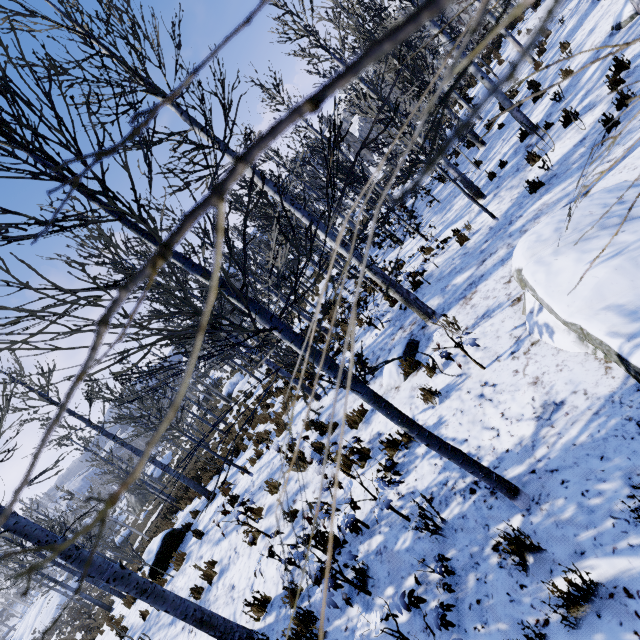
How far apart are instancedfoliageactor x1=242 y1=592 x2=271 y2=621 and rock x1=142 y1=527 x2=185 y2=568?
7.3m

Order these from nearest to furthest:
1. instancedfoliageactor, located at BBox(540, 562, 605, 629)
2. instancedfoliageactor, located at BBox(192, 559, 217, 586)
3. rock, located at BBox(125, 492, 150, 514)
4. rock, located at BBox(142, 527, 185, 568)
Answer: instancedfoliageactor, located at BBox(540, 562, 605, 629) < instancedfoliageactor, located at BBox(192, 559, 217, 586) < rock, located at BBox(142, 527, 185, 568) < rock, located at BBox(125, 492, 150, 514)

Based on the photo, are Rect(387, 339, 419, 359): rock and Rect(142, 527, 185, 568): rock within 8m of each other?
no

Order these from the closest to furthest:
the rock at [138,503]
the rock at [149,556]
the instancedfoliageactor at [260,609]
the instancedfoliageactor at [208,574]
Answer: the instancedfoliageactor at [260,609]
the instancedfoliageactor at [208,574]
the rock at [149,556]
the rock at [138,503]

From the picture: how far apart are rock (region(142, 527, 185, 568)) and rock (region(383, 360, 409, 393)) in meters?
9.7

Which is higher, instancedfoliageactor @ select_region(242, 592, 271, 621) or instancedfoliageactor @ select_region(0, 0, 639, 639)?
instancedfoliageactor @ select_region(0, 0, 639, 639)

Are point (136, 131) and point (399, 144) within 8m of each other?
no

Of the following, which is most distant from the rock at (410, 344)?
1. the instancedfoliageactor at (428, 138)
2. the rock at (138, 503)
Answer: the rock at (138, 503)
